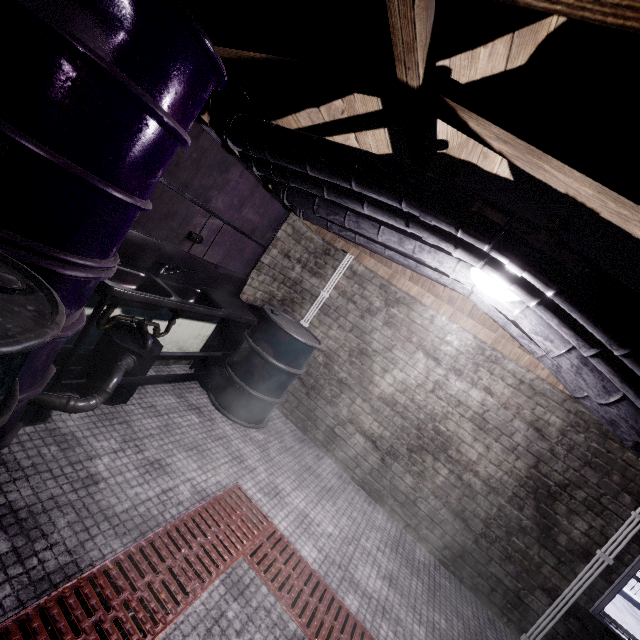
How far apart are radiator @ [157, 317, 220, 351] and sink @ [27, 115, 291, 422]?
0.0 meters

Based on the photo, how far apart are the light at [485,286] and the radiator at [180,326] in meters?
2.3

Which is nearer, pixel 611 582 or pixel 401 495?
pixel 611 582

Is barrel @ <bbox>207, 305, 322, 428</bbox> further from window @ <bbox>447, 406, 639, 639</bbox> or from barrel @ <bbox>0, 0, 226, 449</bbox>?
window @ <bbox>447, 406, 639, 639</bbox>

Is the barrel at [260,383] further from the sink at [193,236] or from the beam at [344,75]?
the beam at [344,75]

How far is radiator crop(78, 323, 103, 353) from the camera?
2.3m

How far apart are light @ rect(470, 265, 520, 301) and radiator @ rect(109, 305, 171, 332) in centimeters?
233cm

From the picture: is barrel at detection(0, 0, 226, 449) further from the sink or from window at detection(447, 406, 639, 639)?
window at detection(447, 406, 639, 639)
